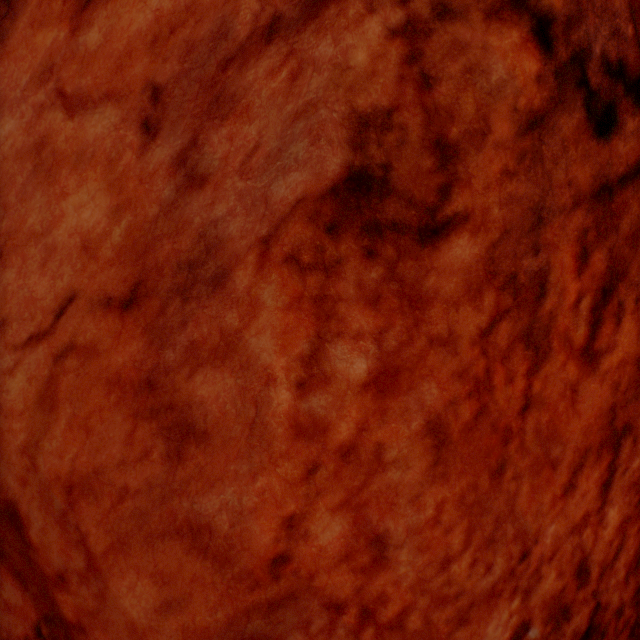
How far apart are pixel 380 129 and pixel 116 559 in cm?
263
